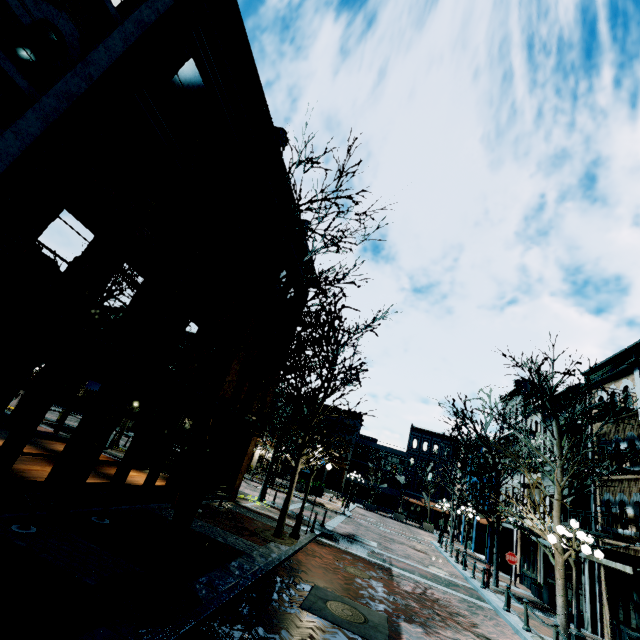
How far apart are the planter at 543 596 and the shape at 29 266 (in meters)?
27.79

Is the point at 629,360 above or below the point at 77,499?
above

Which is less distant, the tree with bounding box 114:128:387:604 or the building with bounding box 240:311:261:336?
the tree with bounding box 114:128:387:604

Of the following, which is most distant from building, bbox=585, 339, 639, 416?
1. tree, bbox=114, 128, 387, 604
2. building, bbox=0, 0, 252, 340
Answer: building, bbox=0, 0, 252, 340

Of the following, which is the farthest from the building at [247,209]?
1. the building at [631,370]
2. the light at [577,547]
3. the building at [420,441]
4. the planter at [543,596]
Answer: the building at [420,441]

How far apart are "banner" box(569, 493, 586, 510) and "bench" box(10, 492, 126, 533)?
19.4m

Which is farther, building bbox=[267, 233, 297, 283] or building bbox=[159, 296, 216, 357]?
building bbox=[267, 233, 297, 283]

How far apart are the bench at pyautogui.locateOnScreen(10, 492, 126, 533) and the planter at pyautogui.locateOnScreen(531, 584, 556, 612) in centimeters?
2062cm
